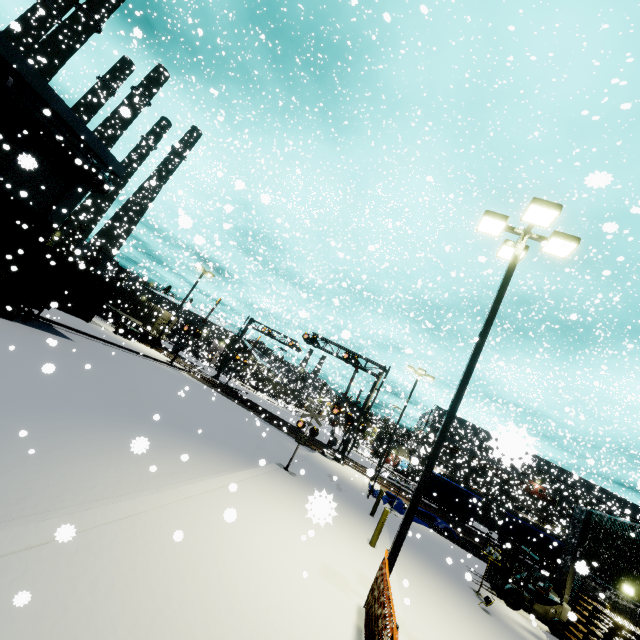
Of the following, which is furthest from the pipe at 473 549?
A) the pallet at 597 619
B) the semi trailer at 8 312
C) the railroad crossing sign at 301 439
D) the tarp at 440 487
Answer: the semi trailer at 8 312

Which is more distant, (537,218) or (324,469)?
(324,469)

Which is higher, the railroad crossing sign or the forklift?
the railroad crossing sign

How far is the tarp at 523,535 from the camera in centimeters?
2186cm

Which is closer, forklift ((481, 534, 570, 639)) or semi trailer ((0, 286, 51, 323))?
forklift ((481, 534, 570, 639))

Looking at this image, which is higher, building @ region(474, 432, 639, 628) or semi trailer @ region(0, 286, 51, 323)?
building @ region(474, 432, 639, 628)

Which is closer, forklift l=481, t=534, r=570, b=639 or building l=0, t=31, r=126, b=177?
forklift l=481, t=534, r=570, b=639

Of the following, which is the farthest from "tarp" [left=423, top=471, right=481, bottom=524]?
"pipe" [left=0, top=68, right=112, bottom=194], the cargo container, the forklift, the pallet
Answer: "pipe" [left=0, top=68, right=112, bottom=194]
